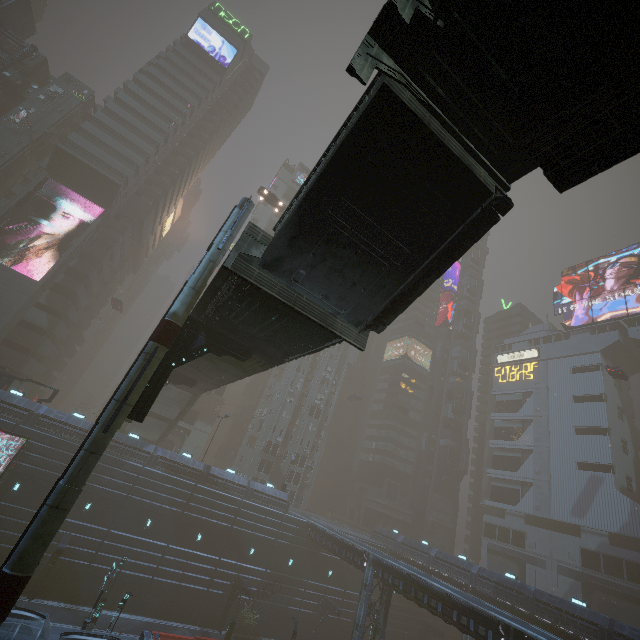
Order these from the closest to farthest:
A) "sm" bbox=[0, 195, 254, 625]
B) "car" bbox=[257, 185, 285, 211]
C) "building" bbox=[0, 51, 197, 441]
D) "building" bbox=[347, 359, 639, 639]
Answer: "sm" bbox=[0, 195, 254, 625]
"building" bbox=[347, 359, 639, 639]
"building" bbox=[0, 51, 197, 441]
"car" bbox=[257, 185, 285, 211]

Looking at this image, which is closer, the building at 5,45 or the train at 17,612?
the train at 17,612

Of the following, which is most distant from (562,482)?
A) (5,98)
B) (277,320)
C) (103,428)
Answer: (5,98)

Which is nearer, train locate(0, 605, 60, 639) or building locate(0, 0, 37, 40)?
train locate(0, 605, 60, 639)

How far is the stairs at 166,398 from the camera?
37.4 meters

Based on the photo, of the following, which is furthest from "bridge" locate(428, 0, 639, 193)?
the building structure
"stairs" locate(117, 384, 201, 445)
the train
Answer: the building structure

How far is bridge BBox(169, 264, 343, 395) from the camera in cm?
1184

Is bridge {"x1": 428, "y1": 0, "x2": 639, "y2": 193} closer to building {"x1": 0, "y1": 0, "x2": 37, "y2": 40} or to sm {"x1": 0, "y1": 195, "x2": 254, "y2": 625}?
building {"x1": 0, "y1": 0, "x2": 37, "y2": 40}
